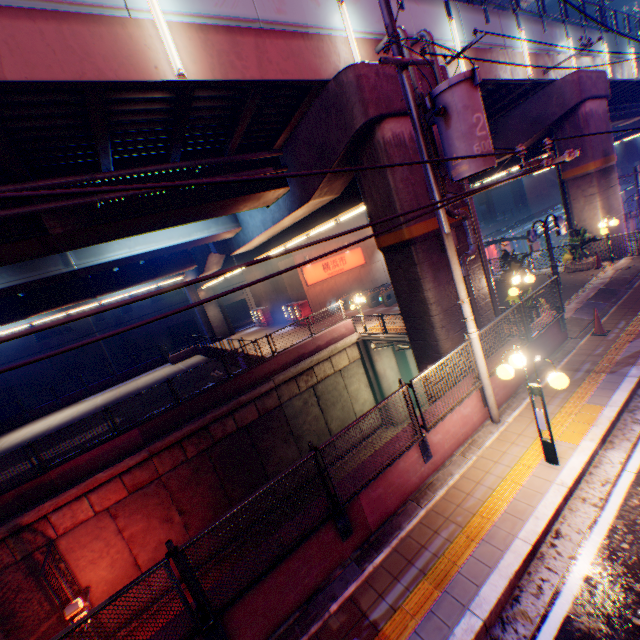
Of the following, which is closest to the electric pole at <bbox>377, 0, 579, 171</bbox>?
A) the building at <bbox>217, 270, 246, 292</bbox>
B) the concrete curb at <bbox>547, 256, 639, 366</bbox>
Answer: the concrete curb at <bbox>547, 256, 639, 366</bbox>

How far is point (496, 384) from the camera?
8.2m

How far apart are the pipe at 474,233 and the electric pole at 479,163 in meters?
2.2

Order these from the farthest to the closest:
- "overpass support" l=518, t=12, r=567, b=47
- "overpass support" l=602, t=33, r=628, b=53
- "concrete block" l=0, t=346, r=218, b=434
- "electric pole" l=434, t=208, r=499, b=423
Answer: "concrete block" l=0, t=346, r=218, b=434 → "overpass support" l=602, t=33, r=628, b=53 → "overpass support" l=518, t=12, r=567, b=47 → "electric pole" l=434, t=208, r=499, b=423

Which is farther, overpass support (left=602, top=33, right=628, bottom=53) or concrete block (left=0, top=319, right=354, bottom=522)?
overpass support (left=602, top=33, right=628, bottom=53)

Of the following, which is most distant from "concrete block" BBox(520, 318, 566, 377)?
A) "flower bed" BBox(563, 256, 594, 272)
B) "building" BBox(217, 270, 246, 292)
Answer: "building" BBox(217, 270, 246, 292)

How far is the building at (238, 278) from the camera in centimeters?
4759cm

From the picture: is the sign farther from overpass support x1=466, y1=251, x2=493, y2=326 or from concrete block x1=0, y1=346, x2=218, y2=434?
concrete block x1=0, y1=346, x2=218, y2=434
